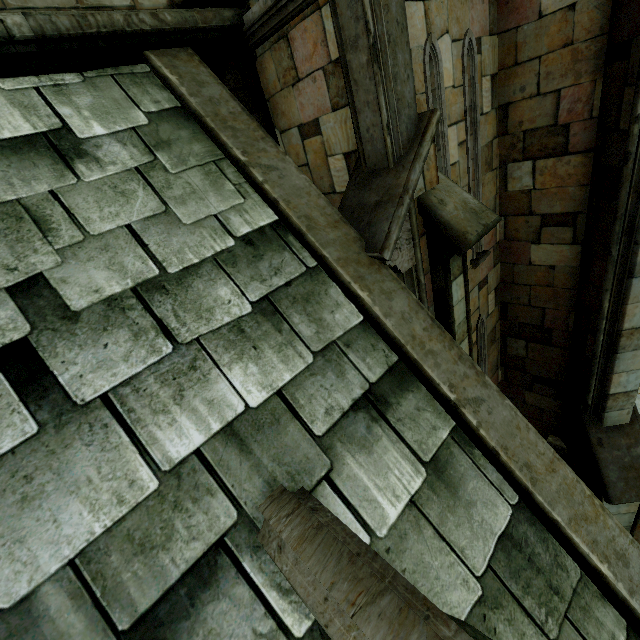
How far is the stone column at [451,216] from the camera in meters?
3.5

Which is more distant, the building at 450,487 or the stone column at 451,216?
the stone column at 451,216

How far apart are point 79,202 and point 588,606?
5.5 meters

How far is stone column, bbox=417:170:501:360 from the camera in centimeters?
346cm

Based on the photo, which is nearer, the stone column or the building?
the building
